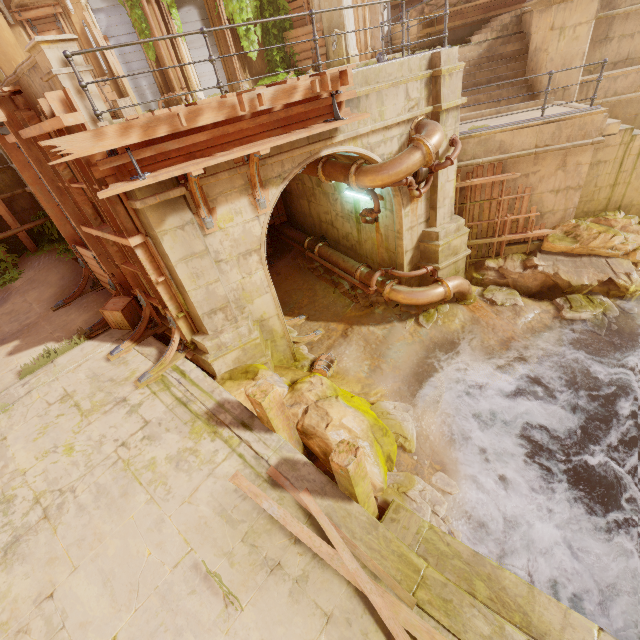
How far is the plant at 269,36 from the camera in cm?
1353

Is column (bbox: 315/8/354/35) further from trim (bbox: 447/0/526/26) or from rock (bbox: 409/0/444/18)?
rock (bbox: 409/0/444/18)

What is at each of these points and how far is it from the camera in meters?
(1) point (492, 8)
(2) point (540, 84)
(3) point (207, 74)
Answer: (1) trim, 13.0
(2) pillar, 9.6
(3) shutter, 14.2

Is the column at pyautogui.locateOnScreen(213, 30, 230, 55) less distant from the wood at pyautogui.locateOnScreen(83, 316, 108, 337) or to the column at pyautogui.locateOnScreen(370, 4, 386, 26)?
the column at pyautogui.locateOnScreen(370, 4, 386, 26)

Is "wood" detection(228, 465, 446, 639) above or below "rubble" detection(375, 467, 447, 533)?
above

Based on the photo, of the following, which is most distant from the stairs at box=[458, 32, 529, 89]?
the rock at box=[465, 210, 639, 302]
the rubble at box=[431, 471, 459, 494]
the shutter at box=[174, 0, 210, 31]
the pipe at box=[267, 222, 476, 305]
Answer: the rubble at box=[431, 471, 459, 494]

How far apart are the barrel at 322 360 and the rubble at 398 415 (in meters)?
1.39

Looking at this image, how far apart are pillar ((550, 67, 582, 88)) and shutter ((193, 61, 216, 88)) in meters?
11.5 m
